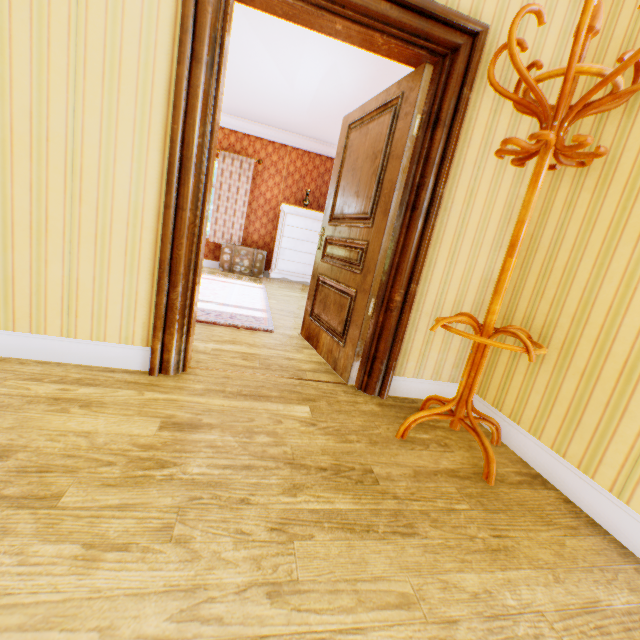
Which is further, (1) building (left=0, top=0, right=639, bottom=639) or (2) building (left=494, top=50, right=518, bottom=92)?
(2) building (left=494, top=50, right=518, bottom=92)

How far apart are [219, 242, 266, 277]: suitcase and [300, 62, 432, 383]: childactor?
3.96m

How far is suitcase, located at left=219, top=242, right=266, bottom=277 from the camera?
7.0 meters

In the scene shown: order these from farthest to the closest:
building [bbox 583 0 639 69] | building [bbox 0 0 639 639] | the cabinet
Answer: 1. the cabinet
2. building [bbox 583 0 639 69]
3. building [bbox 0 0 639 639]

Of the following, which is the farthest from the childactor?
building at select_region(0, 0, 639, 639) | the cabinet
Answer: the cabinet

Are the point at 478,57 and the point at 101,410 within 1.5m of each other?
no

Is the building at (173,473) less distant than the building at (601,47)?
Yes

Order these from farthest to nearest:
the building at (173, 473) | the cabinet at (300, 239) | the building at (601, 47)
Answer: the cabinet at (300, 239) → the building at (601, 47) → the building at (173, 473)
